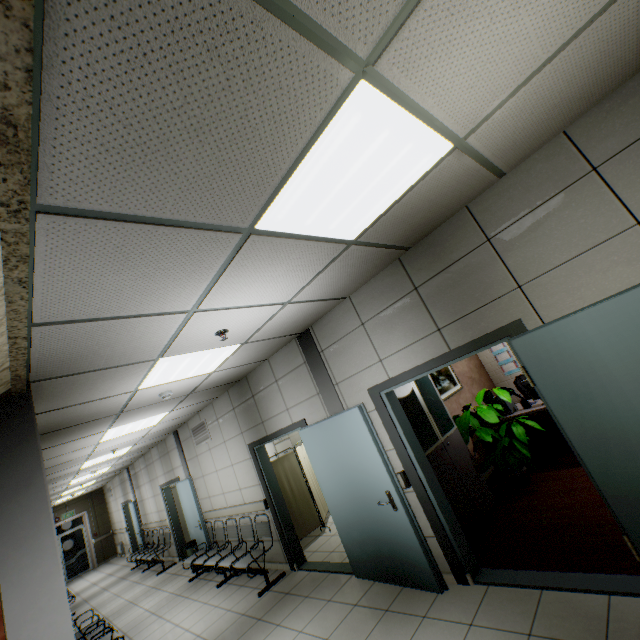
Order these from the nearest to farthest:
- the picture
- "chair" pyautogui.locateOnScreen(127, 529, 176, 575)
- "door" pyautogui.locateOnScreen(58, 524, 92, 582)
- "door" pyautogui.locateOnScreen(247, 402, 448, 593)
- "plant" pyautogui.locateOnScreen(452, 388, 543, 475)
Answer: "door" pyautogui.locateOnScreen(247, 402, 448, 593) → "plant" pyautogui.locateOnScreen(452, 388, 543, 475) → the picture → "chair" pyautogui.locateOnScreen(127, 529, 176, 575) → "door" pyautogui.locateOnScreen(58, 524, 92, 582)

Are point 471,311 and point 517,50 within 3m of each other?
yes

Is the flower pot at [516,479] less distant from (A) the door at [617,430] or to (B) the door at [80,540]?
(A) the door at [617,430]

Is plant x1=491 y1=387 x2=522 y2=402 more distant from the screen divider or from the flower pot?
the screen divider

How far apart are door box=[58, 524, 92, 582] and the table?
19.19m

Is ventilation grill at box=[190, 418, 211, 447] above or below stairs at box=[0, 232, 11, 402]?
below

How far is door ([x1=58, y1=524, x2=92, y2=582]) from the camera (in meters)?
14.47

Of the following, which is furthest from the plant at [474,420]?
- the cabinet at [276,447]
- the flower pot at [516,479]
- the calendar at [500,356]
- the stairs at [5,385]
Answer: the cabinet at [276,447]
